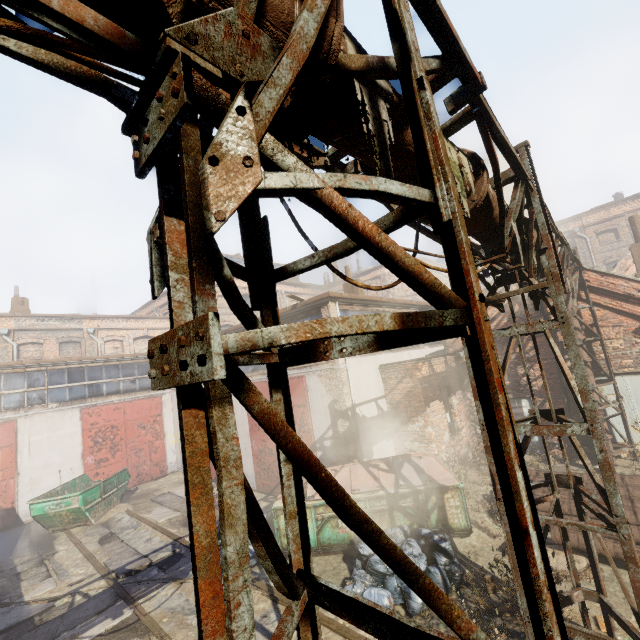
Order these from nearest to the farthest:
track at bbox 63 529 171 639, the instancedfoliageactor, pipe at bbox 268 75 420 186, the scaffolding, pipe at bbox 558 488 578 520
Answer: the scaffolding → pipe at bbox 268 75 420 186 → the instancedfoliageactor → track at bbox 63 529 171 639 → pipe at bbox 558 488 578 520

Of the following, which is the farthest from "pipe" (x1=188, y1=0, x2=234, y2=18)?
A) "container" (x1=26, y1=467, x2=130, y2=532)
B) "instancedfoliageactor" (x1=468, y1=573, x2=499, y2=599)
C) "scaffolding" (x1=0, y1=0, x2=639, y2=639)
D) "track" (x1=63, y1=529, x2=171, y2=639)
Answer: "container" (x1=26, y1=467, x2=130, y2=532)

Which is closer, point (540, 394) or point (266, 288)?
point (266, 288)

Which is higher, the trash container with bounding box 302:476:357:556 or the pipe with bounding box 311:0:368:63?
the pipe with bounding box 311:0:368:63

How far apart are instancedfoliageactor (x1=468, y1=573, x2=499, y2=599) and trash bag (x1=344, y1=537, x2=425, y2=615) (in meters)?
0.29

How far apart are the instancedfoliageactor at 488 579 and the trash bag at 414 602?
0.3 meters

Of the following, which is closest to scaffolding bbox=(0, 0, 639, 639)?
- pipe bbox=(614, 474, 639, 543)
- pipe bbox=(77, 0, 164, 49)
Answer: pipe bbox=(77, 0, 164, 49)

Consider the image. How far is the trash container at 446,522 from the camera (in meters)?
7.32
